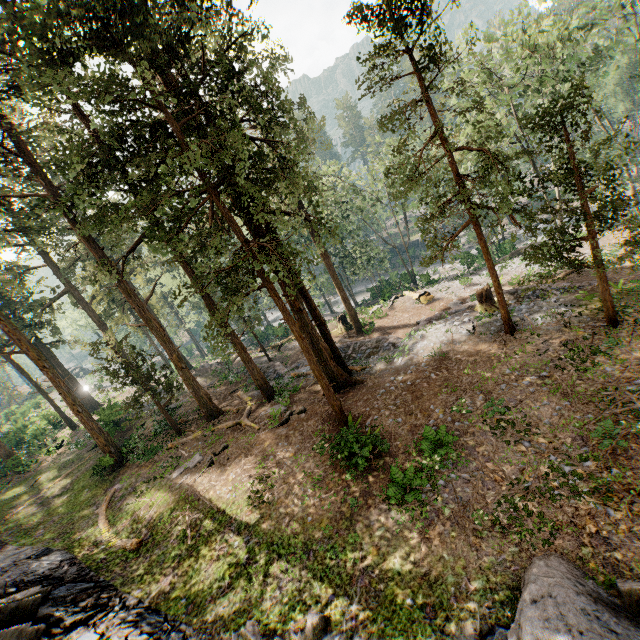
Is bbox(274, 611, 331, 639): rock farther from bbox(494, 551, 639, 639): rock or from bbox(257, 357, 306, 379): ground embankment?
bbox(257, 357, 306, 379): ground embankment

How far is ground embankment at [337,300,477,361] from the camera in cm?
2234

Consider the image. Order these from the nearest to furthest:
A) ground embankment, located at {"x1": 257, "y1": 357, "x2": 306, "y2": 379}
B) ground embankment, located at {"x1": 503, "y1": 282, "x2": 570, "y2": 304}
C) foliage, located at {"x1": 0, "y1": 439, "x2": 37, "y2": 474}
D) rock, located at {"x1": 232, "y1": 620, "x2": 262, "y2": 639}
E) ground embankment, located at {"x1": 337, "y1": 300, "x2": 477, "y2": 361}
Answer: rock, located at {"x1": 232, "y1": 620, "x2": 262, "y2": 639}
ground embankment, located at {"x1": 503, "y1": 282, "x2": 570, "y2": 304}
ground embankment, located at {"x1": 337, "y1": 300, "x2": 477, "y2": 361}
ground embankment, located at {"x1": 257, "y1": 357, "x2": 306, "y2": 379}
foliage, located at {"x1": 0, "y1": 439, "x2": 37, "y2": 474}

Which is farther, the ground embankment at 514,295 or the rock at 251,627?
the ground embankment at 514,295

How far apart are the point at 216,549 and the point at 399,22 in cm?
2117

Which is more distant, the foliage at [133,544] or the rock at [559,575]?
the foliage at [133,544]

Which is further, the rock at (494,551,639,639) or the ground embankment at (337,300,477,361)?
the ground embankment at (337,300,477,361)

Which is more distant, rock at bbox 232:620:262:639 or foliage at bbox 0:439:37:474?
foliage at bbox 0:439:37:474
